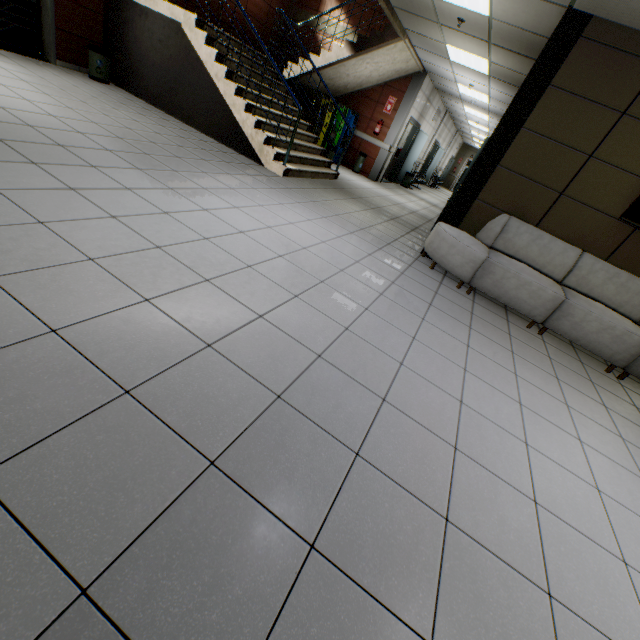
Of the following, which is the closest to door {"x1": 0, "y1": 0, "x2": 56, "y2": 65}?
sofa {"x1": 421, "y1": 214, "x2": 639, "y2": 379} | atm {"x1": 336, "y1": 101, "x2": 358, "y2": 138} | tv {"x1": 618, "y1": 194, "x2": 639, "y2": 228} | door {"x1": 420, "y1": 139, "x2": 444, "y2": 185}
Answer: atm {"x1": 336, "y1": 101, "x2": 358, "y2": 138}

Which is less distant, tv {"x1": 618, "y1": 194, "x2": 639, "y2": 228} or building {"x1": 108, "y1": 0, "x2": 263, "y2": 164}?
tv {"x1": 618, "y1": 194, "x2": 639, "y2": 228}

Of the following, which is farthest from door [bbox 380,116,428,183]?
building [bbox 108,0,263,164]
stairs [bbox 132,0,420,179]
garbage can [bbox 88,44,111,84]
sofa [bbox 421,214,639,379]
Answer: garbage can [bbox 88,44,111,84]

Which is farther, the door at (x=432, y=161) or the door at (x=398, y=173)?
the door at (x=432, y=161)

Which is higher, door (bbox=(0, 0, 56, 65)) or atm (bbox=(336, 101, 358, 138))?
atm (bbox=(336, 101, 358, 138))

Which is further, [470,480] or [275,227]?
[275,227]

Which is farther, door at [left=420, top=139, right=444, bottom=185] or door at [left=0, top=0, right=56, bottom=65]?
door at [left=420, top=139, right=444, bottom=185]

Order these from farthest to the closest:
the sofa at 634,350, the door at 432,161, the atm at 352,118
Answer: the door at 432,161 → the atm at 352,118 → the sofa at 634,350
